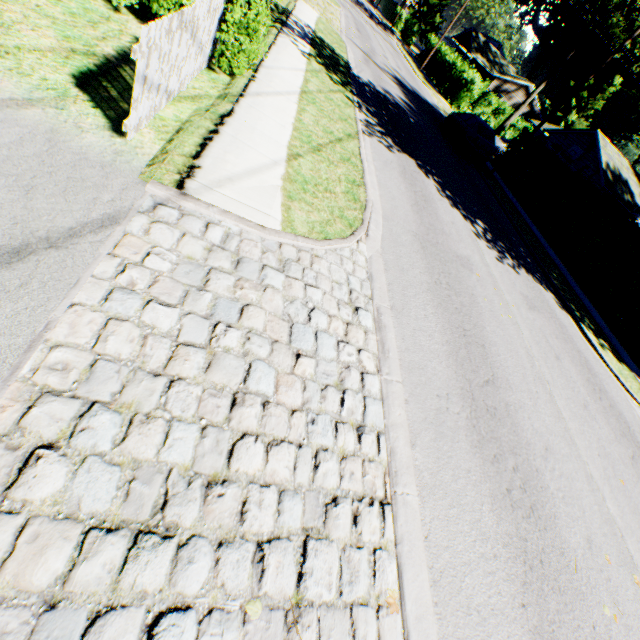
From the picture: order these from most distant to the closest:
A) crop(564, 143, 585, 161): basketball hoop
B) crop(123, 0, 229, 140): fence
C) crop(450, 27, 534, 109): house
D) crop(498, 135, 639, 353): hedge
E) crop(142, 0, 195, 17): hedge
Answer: crop(450, 27, 534, 109): house → crop(564, 143, 585, 161): basketball hoop → crop(498, 135, 639, 353): hedge → crop(142, 0, 195, 17): hedge → crop(123, 0, 229, 140): fence

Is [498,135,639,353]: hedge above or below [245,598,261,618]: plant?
above

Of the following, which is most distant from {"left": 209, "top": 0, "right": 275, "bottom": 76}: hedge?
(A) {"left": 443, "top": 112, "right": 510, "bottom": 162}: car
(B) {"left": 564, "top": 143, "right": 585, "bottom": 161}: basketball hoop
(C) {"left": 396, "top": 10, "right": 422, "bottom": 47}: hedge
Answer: (C) {"left": 396, "top": 10, "right": 422, "bottom": 47}: hedge

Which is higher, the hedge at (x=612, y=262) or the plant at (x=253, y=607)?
the hedge at (x=612, y=262)

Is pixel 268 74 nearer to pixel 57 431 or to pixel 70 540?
pixel 57 431

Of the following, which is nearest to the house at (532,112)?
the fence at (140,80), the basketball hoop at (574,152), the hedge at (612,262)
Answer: the basketball hoop at (574,152)

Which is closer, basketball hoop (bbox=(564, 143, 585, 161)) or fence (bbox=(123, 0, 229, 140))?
fence (bbox=(123, 0, 229, 140))

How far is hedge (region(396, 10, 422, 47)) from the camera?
50.5m
